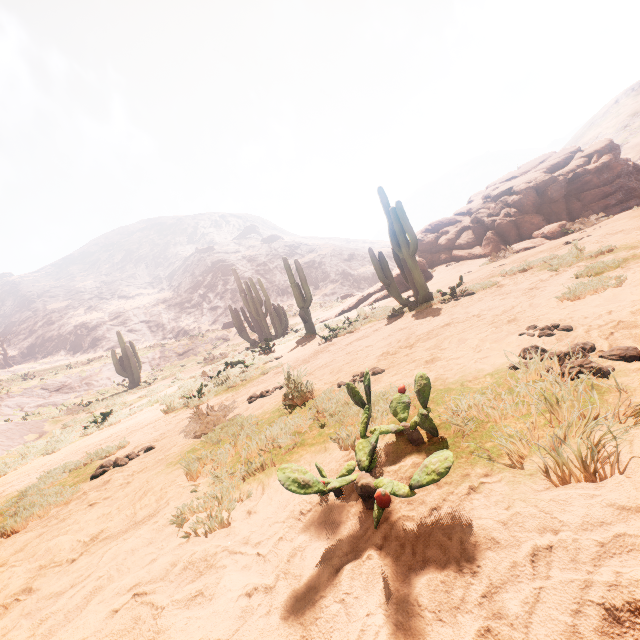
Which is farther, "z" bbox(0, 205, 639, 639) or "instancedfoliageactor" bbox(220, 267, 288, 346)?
"instancedfoliageactor" bbox(220, 267, 288, 346)

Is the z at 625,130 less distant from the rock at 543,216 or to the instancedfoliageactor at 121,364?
the rock at 543,216

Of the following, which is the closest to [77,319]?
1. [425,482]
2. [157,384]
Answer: [157,384]

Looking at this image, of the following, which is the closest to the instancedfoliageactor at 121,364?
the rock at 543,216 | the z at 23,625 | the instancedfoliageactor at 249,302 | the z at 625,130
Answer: the z at 23,625

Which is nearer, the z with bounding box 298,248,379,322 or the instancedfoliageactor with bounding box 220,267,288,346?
the instancedfoliageactor with bounding box 220,267,288,346

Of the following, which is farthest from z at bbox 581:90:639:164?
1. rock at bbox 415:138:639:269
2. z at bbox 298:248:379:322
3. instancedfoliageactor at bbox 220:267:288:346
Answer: instancedfoliageactor at bbox 220:267:288:346

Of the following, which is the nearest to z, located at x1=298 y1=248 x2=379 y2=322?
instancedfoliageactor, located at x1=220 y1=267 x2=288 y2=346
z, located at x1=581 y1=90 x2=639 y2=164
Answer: instancedfoliageactor, located at x1=220 y1=267 x2=288 y2=346

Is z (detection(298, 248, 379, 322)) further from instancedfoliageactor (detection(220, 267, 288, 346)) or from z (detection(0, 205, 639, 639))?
instancedfoliageactor (detection(220, 267, 288, 346))
